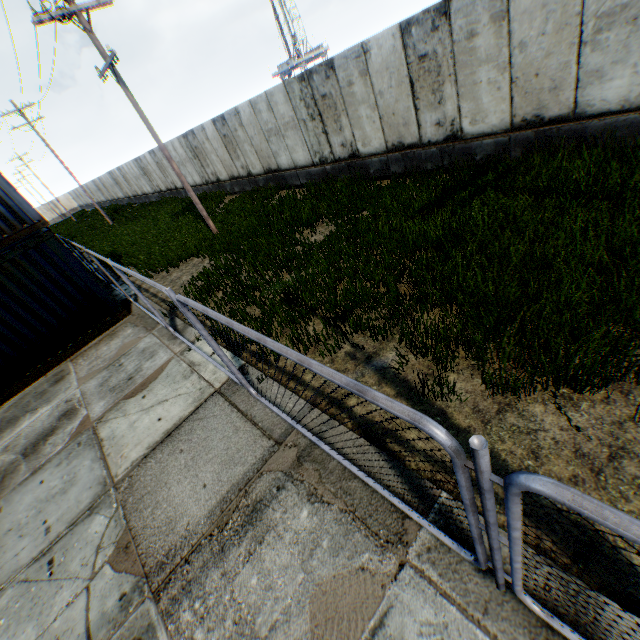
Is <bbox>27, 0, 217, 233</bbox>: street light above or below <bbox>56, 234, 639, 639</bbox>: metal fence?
above

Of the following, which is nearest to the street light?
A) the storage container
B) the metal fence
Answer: the storage container

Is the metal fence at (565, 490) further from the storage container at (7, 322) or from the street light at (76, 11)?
the street light at (76, 11)

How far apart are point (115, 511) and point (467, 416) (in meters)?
4.96

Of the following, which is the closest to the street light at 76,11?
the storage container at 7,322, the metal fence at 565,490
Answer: the storage container at 7,322

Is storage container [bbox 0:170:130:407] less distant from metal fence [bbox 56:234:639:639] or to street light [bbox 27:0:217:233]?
metal fence [bbox 56:234:639:639]
